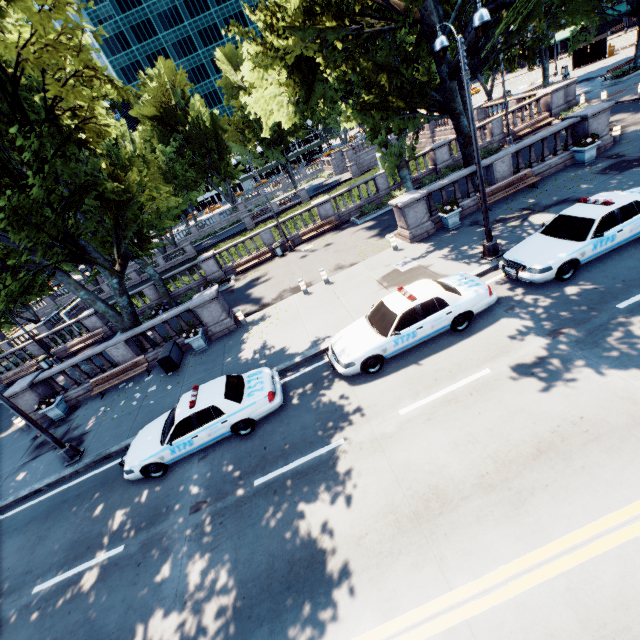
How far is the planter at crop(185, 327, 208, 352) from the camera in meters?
15.2

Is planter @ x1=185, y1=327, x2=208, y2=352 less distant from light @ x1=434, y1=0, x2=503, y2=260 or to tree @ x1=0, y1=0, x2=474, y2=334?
tree @ x1=0, y1=0, x2=474, y2=334

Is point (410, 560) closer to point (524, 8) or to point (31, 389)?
point (31, 389)

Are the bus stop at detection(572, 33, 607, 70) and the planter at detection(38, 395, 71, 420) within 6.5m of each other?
no

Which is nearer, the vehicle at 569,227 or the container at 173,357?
the vehicle at 569,227

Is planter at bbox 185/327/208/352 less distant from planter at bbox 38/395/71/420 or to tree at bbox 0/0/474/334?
tree at bbox 0/0/474/334

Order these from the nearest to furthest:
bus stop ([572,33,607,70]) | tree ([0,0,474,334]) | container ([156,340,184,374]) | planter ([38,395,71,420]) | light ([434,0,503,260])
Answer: light ([434,0,503,260]), tree ([0,0,474,334]), container ([156,340,184,374]), planter ([38,395,71,420]), bus stop ([572,33,607,70])

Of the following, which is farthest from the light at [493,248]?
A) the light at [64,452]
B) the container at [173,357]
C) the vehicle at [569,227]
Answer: the light at [64,452]
